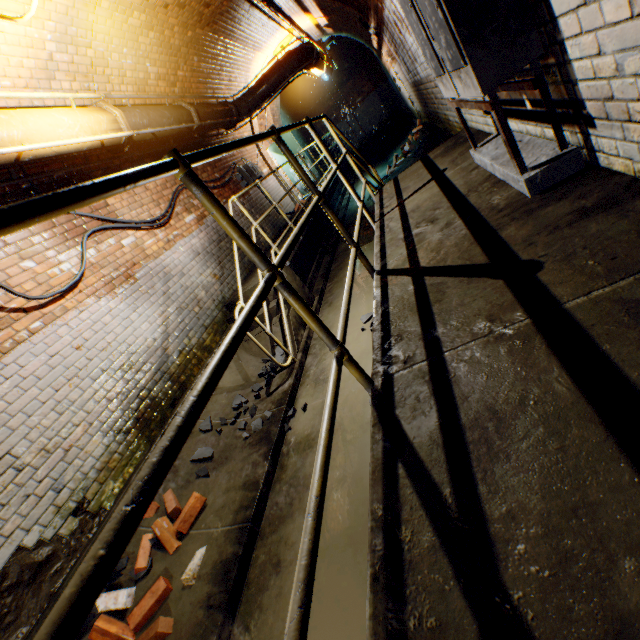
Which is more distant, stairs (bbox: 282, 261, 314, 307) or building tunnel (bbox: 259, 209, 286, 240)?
building tunnel (bbox: 259, 209, 286, 240)

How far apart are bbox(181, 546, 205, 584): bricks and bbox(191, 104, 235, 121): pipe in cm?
652

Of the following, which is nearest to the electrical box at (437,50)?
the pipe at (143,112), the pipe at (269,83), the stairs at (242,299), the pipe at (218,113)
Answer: the stairs at (242,299)

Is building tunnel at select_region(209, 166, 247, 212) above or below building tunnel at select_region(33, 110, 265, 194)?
below

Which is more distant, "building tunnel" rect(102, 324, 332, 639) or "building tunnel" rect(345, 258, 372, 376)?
"building tunnel" rect(345, 258, 372, 376)

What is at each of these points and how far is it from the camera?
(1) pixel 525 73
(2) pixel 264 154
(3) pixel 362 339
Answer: (1) building tunnel, 1.91m
(2) building tunnel, 10.33m
(3) building tunnel, 3.91m

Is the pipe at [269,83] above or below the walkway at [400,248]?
above

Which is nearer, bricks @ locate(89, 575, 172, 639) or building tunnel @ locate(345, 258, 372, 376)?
bricks @ locate(89, 575, 172, 639)
